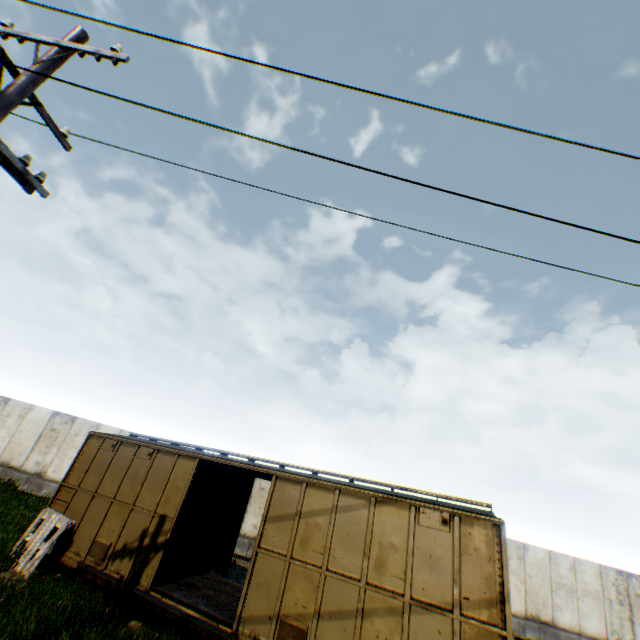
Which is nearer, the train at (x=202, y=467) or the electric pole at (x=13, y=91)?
the electric pole at (x=13, y=91)

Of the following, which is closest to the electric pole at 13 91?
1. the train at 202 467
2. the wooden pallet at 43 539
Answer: the train at 202 467

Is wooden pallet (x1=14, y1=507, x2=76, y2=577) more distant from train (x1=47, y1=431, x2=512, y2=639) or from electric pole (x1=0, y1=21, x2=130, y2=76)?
electric pole (x1=0, y1=21, x2=130, y2=76)

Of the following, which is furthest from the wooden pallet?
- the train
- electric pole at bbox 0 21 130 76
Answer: electric pole at bbox 0 21 130 76

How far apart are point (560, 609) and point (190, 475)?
17.94m
